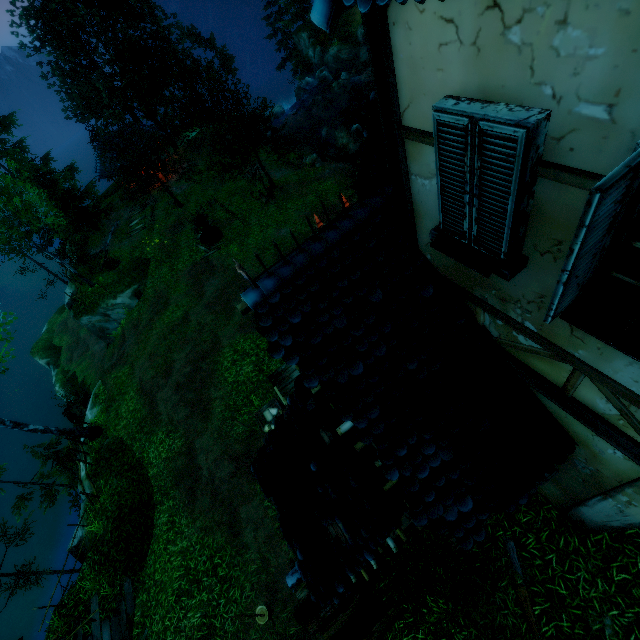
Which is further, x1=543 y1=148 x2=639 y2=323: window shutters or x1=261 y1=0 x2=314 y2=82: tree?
x1=261 y1=0 x2=314 y2=82: tree

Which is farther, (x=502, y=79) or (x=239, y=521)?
(x=239, y=521)

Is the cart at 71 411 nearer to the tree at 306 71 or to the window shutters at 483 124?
the tree at 306 71

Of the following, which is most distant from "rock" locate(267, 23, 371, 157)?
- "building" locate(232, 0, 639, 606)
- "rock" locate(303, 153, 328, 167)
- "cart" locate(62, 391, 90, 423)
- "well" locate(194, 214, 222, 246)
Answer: "cart" locate(62, 391, 90, 423)

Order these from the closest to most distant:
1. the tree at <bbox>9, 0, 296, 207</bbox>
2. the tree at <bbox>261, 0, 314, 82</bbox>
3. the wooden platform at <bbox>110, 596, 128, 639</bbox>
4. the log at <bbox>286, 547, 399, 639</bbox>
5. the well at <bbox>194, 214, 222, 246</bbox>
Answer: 1. the log at <bbox>286, 547, 399, 639</bbox>
2. the wooden platform at <bbox>110, 596, 128, 639</bbox>
3. the tree at <bbox>9, 0, 296, 207</bbox>
4. the well at <bbox>194, 214, 222, 246</bbox>
5. the tree at <bbox>261, 0, 314, 82</bbox>

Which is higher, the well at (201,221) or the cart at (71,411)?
the well at (201,221)

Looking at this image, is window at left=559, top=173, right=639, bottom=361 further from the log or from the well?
the well
